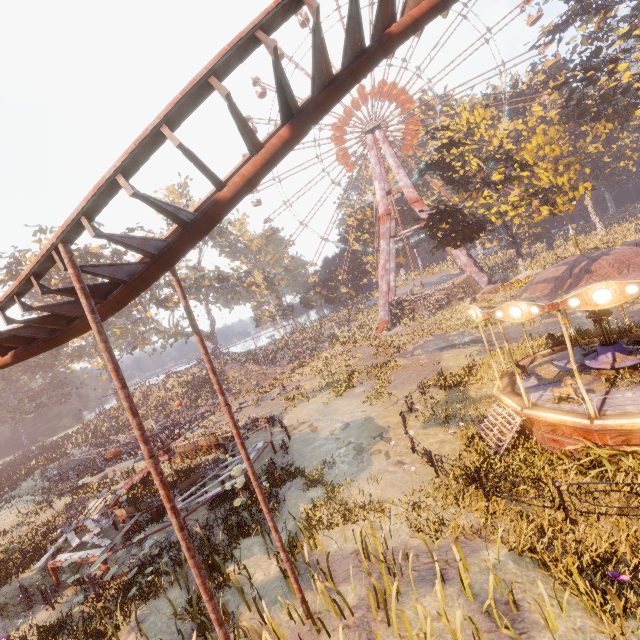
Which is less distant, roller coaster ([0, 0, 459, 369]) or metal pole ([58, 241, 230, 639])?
roller coaster ([0, 0, 459, 369])

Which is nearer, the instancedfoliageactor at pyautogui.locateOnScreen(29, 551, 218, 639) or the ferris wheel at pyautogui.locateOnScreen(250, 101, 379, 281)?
the instancedfoliageactor at pyautogui.locateOnScreen(29, 551, 218, 639)

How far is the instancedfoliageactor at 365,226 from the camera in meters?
56.6

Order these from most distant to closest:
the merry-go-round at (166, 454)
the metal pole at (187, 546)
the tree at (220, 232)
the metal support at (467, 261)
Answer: the tree at (220, 232) → the metal support at (467, 261) → the merry-go-round at (166, 454) → the metal pole at (187, 546)

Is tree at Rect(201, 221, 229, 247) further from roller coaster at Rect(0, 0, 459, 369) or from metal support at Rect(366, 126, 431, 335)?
roller coaster at Rect(0, 0, 459, 369)

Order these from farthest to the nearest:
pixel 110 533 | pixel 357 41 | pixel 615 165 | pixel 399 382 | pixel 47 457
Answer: pixel 615 165 < pixel 47 457 < pixel 399 382 < pixel 110 533 < pixel 357 41

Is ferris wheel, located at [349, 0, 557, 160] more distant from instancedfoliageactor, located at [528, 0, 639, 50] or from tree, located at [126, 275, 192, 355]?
tree, located at [126, 275, 192, 355]

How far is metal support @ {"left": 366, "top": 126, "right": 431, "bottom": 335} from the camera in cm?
4275
